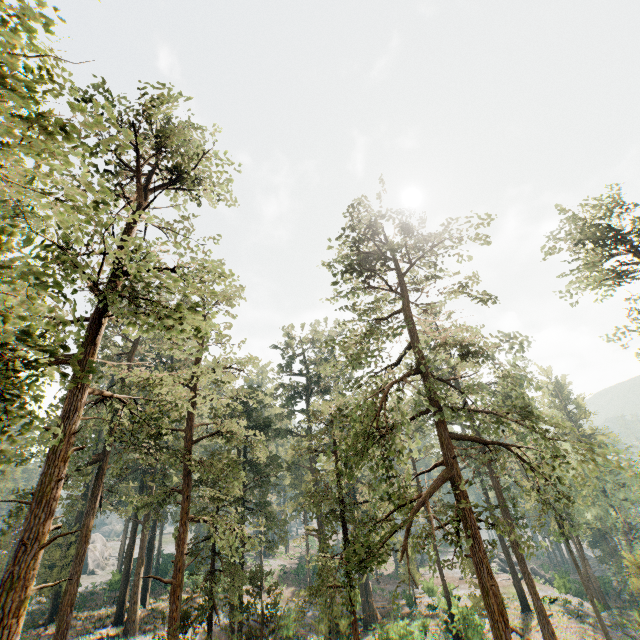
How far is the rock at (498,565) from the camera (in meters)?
52.82

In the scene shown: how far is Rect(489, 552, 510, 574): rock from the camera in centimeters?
5282cm

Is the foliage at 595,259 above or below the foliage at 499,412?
above

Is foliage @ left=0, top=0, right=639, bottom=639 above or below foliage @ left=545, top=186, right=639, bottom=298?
below

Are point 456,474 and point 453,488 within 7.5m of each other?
yes

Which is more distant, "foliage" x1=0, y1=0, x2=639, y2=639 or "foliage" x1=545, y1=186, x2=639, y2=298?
"foliage" x1=545, y1=186, x2=639, y2=298

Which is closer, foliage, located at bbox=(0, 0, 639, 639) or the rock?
foliage, located at bbox=(0, 0, 639, 639)
